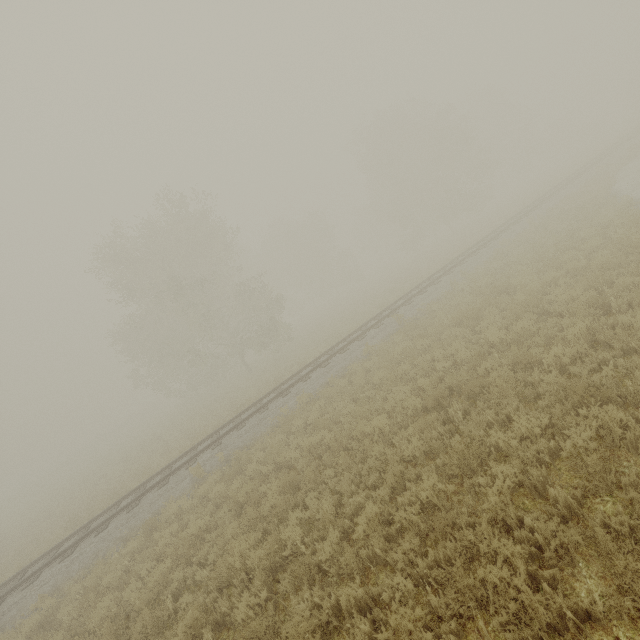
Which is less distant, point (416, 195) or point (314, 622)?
point (314, 622)
